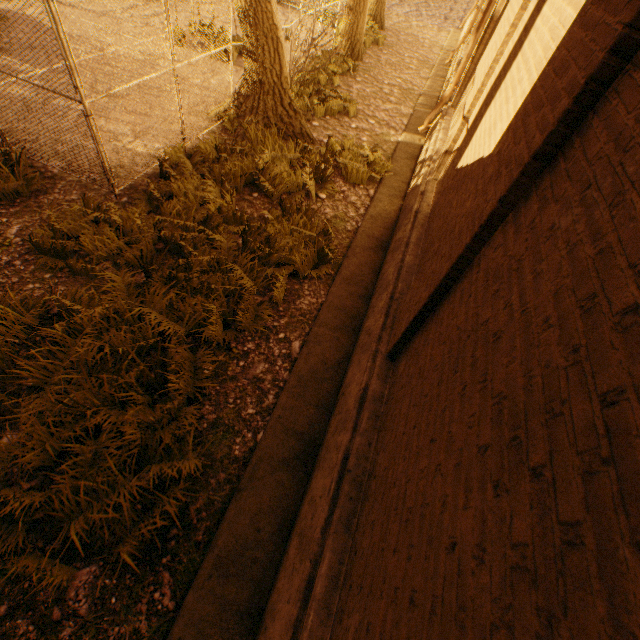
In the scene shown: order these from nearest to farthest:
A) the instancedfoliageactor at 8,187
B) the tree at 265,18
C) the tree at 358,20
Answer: the instancedfoliageactor at 8,187
the tree at 265,18
the tree at 358,20

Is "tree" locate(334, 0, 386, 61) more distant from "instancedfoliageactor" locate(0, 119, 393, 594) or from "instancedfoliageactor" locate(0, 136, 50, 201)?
"instancedfoliageactor" locate(0, 136, 50, 201)

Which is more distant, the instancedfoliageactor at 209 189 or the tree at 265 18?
the tree at 265 18

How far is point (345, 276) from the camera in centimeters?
541cm

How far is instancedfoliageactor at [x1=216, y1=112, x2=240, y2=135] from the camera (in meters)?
7.48

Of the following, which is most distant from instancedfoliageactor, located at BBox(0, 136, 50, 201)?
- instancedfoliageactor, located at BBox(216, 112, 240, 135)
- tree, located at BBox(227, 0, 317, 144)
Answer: tree, located at BBox(227, 0, 317, 144)
